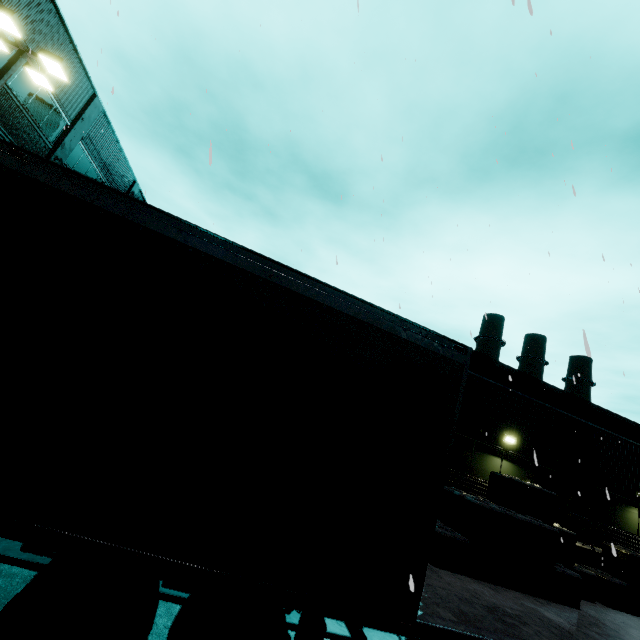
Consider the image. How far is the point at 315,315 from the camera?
3.32m

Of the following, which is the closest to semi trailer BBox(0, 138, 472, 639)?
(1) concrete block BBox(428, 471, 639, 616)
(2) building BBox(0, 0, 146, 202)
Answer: (2) building BBox(0, 0, 146, 202)

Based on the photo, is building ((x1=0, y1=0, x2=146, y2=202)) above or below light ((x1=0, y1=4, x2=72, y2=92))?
above

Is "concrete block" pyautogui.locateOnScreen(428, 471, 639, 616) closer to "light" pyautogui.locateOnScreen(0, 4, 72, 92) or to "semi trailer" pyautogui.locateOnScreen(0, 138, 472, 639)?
"semi trailer" pyautogui.locateOnScreen(0, 138, 472, 639)

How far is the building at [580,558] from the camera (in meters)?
11.78

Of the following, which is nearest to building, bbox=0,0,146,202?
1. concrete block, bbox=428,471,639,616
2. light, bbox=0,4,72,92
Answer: concrete block, bbox=428,471,639,616

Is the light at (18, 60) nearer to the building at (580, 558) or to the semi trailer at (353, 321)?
the semi trailer at (353, 321)
